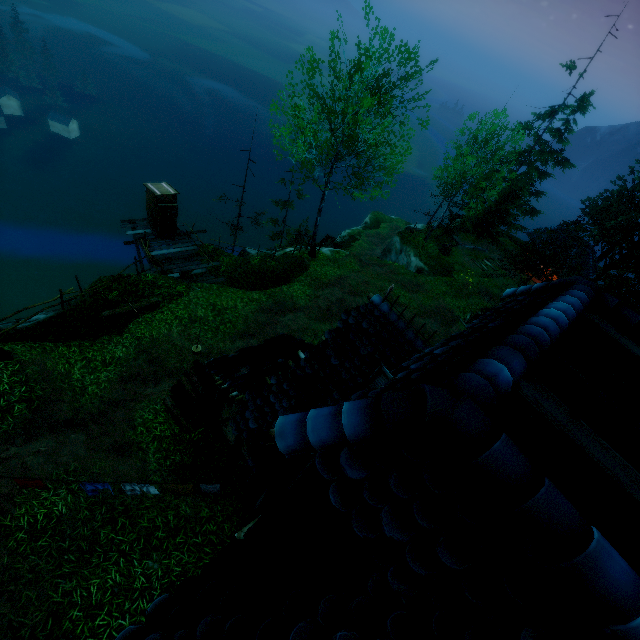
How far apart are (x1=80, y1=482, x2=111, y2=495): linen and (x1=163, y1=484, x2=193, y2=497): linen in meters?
0.9 m

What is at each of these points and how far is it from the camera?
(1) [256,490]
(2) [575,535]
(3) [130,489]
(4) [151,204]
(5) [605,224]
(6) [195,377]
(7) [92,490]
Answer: (1) window, 7.3m
(2) building, 1.4m
(3) linen, 7.3m
(4) outhouse, 17.0m
(5) tree, 31.7m
(6) log, 10.6m
(7) linen, 7.1m

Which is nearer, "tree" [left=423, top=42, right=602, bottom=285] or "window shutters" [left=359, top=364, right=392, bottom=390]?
"window shutters" [left=359, top=364, right=392, bottom=390]

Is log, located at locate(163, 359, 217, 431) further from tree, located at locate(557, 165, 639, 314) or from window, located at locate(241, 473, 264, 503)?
tree, located at locate(557, 165, 639, 314)

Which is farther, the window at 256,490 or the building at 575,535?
the window at 256,490

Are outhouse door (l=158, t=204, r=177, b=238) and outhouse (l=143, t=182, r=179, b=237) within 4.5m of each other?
yes

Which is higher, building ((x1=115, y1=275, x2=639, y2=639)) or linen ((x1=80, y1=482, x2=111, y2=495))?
building ((x1=115, y1=275, x2=639, y2=639))

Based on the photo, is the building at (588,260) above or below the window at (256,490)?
below
